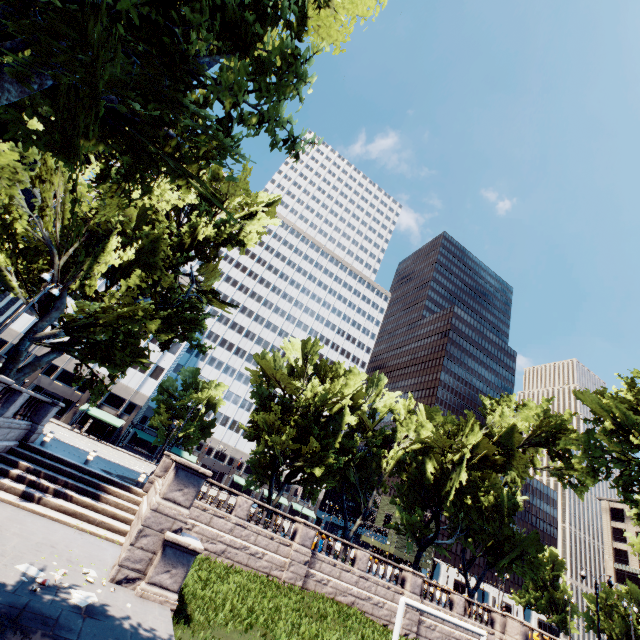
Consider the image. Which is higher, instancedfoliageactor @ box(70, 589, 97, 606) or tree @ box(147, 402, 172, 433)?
tree @ box(147, 402, 172, 433)

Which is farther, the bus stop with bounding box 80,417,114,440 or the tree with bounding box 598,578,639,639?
the tree with bounding box 598,578,639,639

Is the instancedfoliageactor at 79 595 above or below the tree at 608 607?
below

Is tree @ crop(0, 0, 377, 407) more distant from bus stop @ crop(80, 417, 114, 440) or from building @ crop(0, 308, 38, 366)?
bus stop @ crop(80, 417, 114, 440)

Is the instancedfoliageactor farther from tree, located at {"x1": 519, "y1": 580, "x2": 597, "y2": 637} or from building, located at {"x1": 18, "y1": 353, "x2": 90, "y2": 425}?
building, located at {"x1": 18, "y1": 353, "x2": 90, "y2": 425}

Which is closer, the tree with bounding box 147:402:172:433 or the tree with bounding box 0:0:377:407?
the tree with bounding box 0:0:377:407

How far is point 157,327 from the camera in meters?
21.4 m

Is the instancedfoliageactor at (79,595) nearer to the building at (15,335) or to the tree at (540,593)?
the tree at (540,593)
